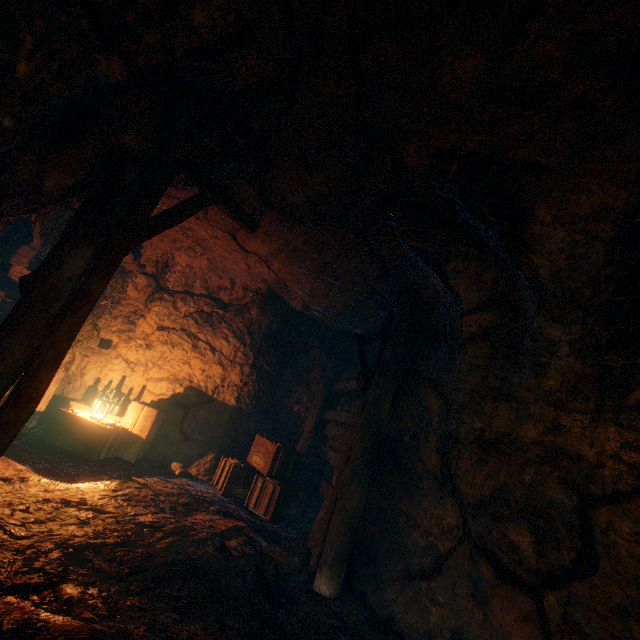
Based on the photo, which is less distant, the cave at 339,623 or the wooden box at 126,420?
the cave at 339,623

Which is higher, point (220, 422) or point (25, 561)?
point (220, 422)

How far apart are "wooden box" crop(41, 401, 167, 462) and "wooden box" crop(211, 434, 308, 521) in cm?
157

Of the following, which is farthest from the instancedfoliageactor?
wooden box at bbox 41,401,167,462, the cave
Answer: wooden box at bbox 41,401,167,462

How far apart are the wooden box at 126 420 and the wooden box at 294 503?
1.6 meters

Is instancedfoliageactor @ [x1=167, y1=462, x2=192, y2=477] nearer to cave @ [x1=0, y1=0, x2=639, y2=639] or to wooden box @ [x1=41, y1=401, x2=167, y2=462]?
cave @ [x1=0, y1=0, x2=639, y2=639]

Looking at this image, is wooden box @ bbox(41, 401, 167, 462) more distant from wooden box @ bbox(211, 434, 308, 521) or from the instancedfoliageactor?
wooden box @ bbox(211, 434, 308, 521)

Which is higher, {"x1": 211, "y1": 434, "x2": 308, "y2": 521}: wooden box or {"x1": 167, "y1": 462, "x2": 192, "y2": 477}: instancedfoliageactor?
{"x1": 211, "y1": 434, "x2": 308, "y2": 521}: wooden box
